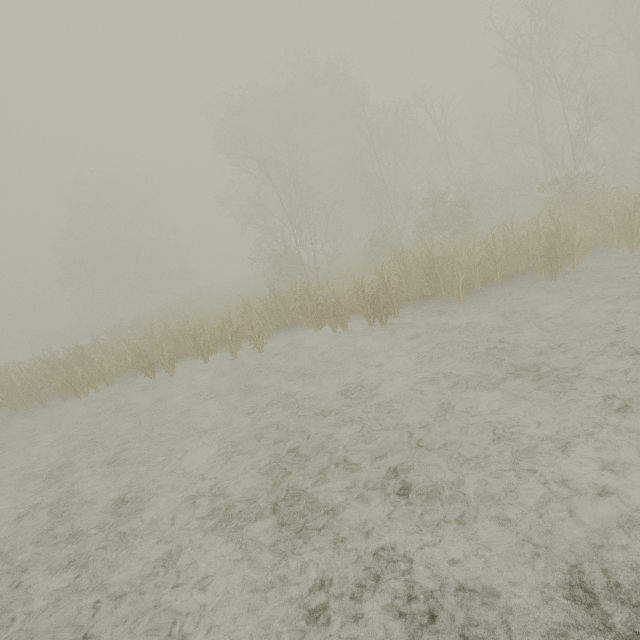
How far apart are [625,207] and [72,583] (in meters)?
16.32
